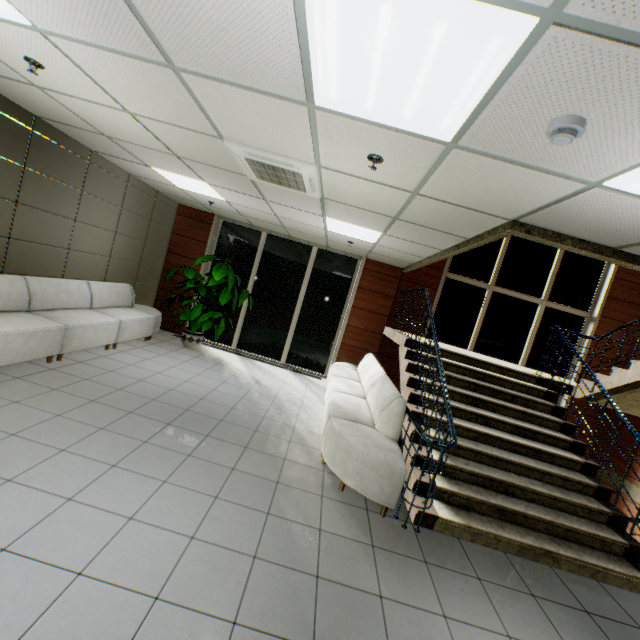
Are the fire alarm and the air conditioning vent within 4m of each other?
yes

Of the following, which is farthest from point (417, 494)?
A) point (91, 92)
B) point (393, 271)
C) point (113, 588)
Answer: point (393, 271)

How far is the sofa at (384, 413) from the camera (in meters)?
3.35

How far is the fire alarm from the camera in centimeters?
162cm

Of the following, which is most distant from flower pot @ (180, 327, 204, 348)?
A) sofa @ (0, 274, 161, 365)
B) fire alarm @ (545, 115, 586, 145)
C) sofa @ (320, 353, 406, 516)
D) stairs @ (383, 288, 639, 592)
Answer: fire alarm @ (545, 115, 586, 145)

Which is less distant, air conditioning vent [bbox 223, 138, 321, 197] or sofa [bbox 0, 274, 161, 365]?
air conditioning vent [bbox 223, 138, 321, 197]

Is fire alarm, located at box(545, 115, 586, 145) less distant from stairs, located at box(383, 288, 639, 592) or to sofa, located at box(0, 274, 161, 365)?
stairs, located at box(383, 288, 639, 592)

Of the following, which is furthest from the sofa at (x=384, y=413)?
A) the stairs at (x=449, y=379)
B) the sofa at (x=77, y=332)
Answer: the sofa at (x=77, y=332)
